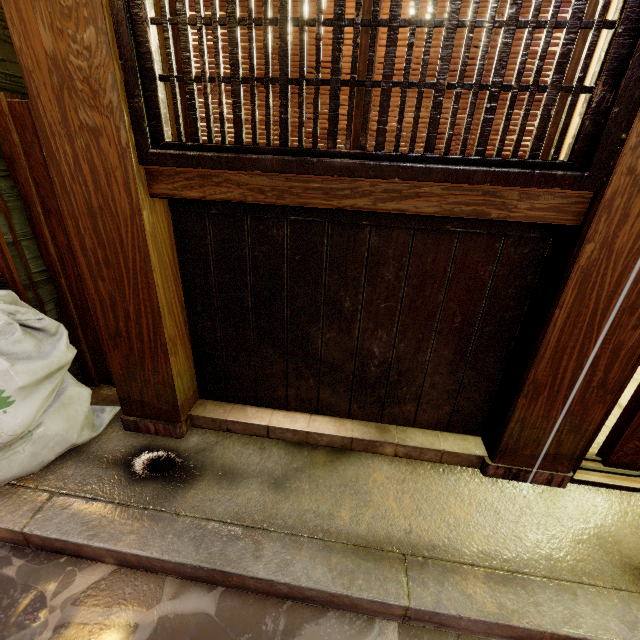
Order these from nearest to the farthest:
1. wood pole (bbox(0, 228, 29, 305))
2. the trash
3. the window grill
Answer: the window grill
the trash
wood pole (bbox(0, 228, 29, 305))

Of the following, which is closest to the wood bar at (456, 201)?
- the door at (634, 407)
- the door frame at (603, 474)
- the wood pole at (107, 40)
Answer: the wood pole at (107, 40)

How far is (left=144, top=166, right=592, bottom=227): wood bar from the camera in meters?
2.4

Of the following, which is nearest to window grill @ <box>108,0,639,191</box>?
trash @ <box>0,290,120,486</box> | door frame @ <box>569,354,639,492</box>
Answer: door frame @ <box>569,354,639,492</box>

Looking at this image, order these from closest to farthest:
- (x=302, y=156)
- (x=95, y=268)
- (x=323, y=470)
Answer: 1. (x=302, y=156)
2. (x=95, y=268)
3. (x=323, y=470)

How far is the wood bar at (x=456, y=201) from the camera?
2.4m

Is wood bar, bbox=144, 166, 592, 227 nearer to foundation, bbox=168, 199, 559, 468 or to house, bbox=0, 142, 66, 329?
foundation, bbox=168, 199, 559, 468

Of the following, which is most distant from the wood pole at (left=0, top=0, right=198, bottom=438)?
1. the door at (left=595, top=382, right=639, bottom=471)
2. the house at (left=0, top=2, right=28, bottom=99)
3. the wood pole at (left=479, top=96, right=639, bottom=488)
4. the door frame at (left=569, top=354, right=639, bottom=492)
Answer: the door at (left=595, top=382, right=639, bottom=471)
